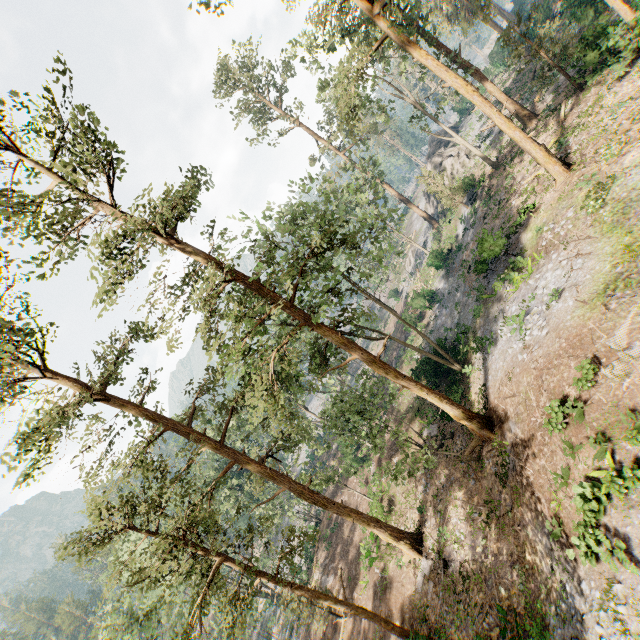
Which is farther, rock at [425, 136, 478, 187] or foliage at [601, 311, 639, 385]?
rock at [425, 136, 478, 187]

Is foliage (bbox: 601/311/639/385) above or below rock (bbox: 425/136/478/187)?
below

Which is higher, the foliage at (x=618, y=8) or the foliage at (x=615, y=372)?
the foliage at (x=618, y=8)

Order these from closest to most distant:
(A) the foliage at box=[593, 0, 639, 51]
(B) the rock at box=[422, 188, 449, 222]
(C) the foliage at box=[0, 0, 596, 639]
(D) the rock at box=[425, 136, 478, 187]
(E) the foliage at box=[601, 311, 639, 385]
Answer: (E) the foliage at box=[601, 311, 639, 385]
(C) the foliage at box=[0, 0, 596, 639]
(A) the foliage at box=[593, 0, 639, 51]
(D) the rock at box=[425, 136, 478, 187]
(B) the rock at box=[422, 188, 449, 222]

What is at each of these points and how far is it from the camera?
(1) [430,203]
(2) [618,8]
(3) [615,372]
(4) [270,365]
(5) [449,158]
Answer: (1) rock, 51.9m
(2) foliage, 19.4m
(3) foliage, 11.0m
(4) foliage, 15.1m
(5) rock, 39.8m

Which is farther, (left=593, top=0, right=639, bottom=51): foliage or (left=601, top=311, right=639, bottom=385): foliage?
(left=593, top=0, right=639, bottom=51): foliage

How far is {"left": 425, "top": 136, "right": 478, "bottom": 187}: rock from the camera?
38.9 meters

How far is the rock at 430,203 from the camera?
44.22m
